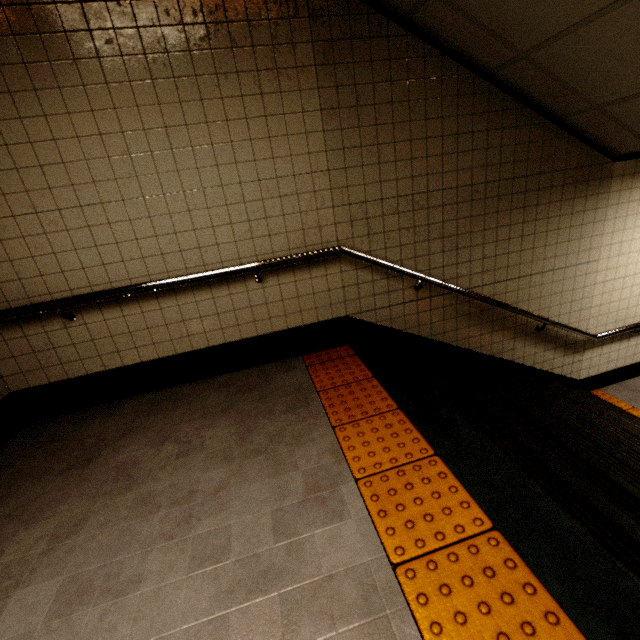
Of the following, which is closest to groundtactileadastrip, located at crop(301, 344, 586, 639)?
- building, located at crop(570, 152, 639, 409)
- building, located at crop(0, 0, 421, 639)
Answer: building, located at crop(0, 0, 421, 639)

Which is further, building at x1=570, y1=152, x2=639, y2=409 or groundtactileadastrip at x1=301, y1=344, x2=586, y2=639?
building at x1=570, y1=152, x2=639, y2=409

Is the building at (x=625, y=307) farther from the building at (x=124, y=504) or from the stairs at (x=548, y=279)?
the building at (x=124, y=504)

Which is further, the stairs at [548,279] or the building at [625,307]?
the building at [625,307]

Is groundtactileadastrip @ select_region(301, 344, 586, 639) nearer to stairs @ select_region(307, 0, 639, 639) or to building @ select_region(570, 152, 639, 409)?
stairs @ select_region(307, 0, 639, 639)

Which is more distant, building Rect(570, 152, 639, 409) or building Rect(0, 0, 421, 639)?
building Rect(570, 152, 639, 409)

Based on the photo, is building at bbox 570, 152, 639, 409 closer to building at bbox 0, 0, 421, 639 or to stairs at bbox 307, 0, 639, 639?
stairs at bbox 307, 0, 639, 639

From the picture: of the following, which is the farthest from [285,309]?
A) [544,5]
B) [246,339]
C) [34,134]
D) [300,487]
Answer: [544,5]
